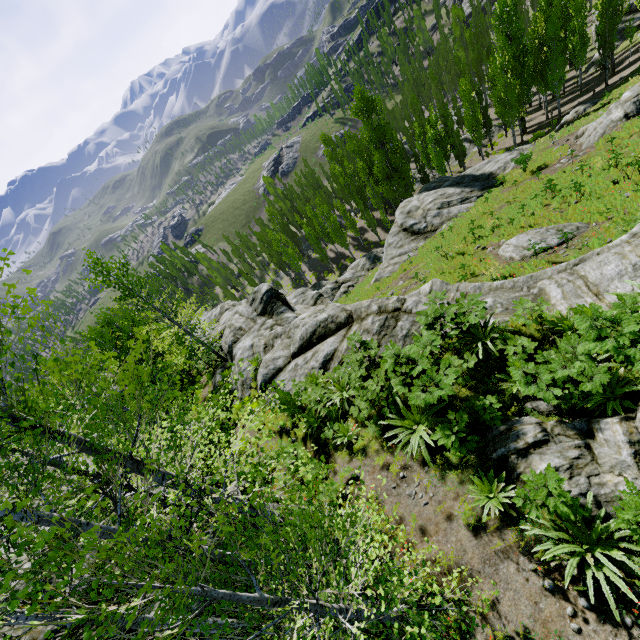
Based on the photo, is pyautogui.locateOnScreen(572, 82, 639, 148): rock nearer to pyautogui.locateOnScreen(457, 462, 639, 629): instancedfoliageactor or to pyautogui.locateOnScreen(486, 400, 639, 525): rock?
pyautogui.locateOnScreen(486, 400, 639, 525): rock

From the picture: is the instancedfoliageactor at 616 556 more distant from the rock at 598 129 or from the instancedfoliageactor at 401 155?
the rock at 598 129

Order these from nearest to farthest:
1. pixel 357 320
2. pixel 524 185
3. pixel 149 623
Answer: pixel 149 623 → pixel 357 320 → pixel 524 185

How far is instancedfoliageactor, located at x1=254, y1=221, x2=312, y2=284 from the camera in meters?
48.2 m

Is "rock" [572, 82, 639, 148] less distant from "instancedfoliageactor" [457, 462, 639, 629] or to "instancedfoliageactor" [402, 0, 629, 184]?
"instancedfoliageactor" [402, 0, 629, 184]

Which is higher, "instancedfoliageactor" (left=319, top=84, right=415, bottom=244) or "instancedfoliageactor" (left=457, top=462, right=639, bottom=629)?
"instancedfoliageactor" (left=457, top=462, right=639, bottom=629)

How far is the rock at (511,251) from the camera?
13.75m
